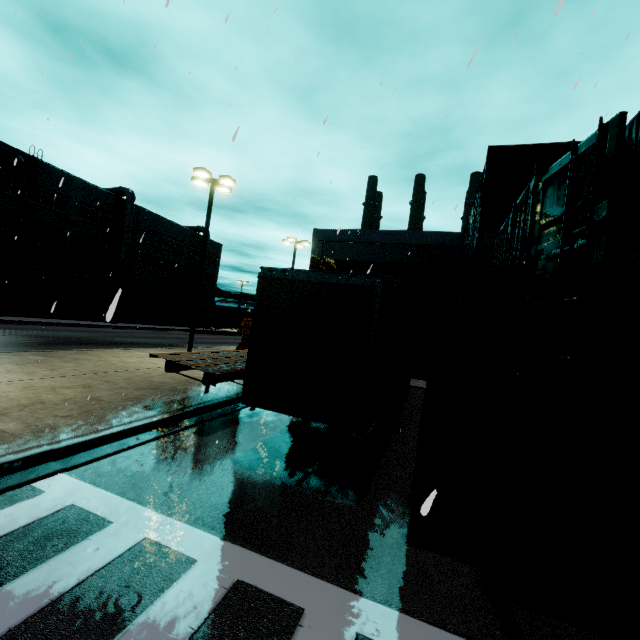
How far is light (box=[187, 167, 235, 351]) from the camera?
16.6 meters

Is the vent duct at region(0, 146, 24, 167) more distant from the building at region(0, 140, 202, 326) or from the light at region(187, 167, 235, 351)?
the light at region(187, 167, 235, 351)

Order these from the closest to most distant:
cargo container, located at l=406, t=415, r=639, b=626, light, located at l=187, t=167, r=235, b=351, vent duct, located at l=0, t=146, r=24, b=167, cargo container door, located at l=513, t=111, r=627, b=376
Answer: cargo container door, located at l=513, t=111, r=627, b=376 < cargo container, located at l=406, t=415, r=639, b=626 < light, located at l=187, t=167, r=235, b=351 < vent duct, located at l=0, t=146, r=24, b=167

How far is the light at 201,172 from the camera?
16.6m

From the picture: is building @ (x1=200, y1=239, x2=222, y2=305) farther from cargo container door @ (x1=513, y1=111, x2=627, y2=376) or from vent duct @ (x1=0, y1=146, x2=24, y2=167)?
cargo container door @ (x1=513, y1=111, x2=627, y2=376)

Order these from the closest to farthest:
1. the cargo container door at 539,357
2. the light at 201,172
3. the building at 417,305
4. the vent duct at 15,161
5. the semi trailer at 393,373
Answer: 1. the cargo container door at 539,357
2. the semi trailer at 393,373
3. the light at 201,172
4. the building at 417,305
5. the vent duct at 15,161

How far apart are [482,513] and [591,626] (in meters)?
1.42

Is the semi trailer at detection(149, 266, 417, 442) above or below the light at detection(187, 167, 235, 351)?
below
